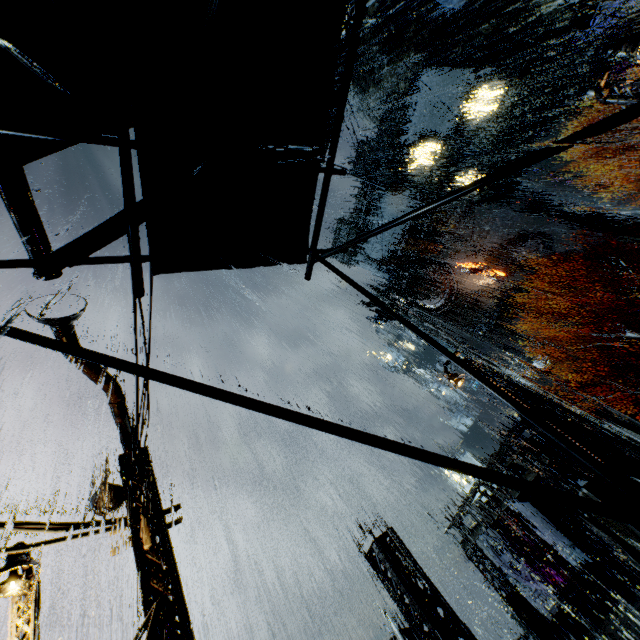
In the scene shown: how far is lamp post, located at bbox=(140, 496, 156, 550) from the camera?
6.5 meters

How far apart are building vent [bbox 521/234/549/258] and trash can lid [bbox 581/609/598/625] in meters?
32.7

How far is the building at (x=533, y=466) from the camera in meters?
15.4

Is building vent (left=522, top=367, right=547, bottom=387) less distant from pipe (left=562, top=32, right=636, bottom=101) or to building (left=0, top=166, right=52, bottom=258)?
building (left=0, top=166, right=52, bottom=258)

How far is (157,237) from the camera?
2.74m

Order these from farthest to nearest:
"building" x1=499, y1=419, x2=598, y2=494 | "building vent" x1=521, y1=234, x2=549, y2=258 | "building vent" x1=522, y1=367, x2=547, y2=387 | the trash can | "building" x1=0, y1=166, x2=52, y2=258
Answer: "building vent" x1=522, y1=367, x2=547, y2=387 < "building vent" x1=521, y1=234, x2=549, y2=258 < the trash can < "building" x1=499, y1=419, x2=598, y2=494 < "building" x1=0, y1=166, x2=52, y2=258

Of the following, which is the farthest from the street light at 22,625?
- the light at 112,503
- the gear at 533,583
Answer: the gear at 533,583

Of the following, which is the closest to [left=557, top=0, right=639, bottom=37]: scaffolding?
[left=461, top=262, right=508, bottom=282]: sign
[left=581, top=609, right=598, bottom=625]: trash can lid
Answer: [left=461, top=262, right=508, bottom=282]: sign
